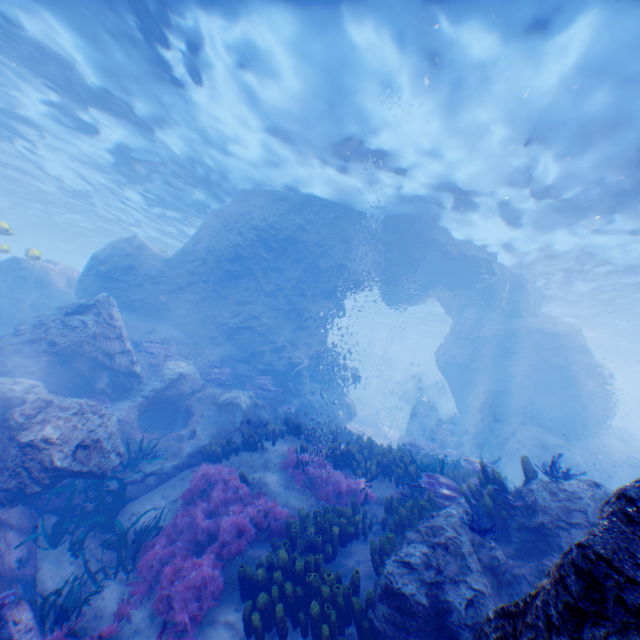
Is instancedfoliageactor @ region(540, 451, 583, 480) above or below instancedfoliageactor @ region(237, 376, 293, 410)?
above

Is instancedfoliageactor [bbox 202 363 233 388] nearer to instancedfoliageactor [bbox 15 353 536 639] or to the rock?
the rock

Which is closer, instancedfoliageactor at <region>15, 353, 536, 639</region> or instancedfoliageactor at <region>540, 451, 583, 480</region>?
instancedfoliageactor at <region>15, 353, 536, 639</region>

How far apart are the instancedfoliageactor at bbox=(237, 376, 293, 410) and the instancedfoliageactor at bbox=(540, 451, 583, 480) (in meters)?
8.13

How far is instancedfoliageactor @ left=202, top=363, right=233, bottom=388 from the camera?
13.4 meters

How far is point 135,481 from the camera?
8.33m

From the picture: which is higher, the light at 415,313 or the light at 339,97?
the light at 415,313

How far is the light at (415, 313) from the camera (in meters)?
36.39
